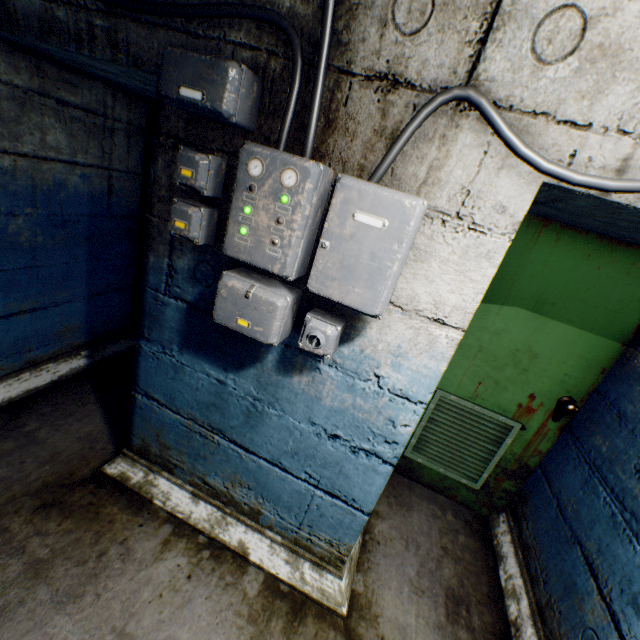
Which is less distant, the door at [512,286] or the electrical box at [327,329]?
the electrical box at [327,329]

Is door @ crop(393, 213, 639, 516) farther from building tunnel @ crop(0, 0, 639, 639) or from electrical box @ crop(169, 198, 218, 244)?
electrical box @ crop(169, 198, 218, 244)

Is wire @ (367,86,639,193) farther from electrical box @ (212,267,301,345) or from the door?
the door

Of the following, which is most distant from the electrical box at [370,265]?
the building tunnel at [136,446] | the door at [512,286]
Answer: the door at [512,286]

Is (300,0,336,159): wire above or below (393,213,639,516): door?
above

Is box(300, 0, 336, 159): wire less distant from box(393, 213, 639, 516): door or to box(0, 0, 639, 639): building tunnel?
box(0, 0, 639, 639): building tunnel

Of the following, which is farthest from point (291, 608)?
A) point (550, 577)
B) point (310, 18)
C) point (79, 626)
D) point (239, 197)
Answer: point (310, 18)

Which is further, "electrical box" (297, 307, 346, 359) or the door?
the door
